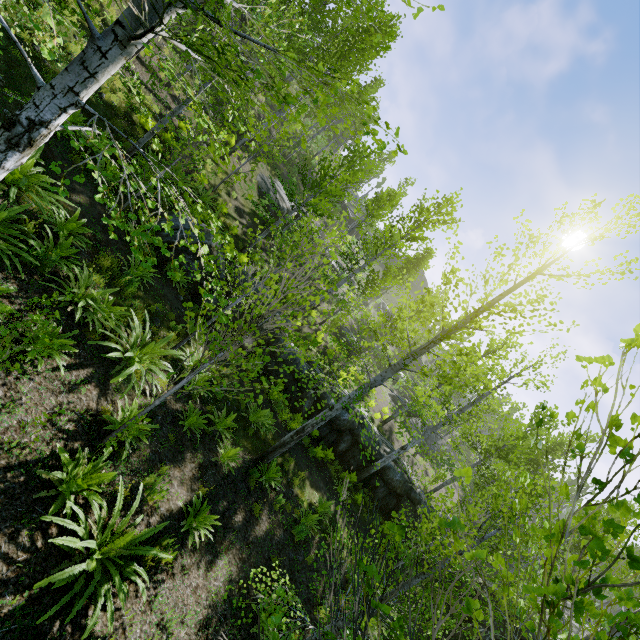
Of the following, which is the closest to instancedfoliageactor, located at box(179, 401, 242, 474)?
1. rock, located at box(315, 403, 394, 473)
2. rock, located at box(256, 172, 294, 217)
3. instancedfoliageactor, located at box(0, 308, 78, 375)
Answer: rock, located at box(315, 403, 394, 473)

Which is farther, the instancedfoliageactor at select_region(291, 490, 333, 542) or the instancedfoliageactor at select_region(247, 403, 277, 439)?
the instancedfoliageactor at select_region(247, 403, 277, 439)

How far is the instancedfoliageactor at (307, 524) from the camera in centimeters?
927cm

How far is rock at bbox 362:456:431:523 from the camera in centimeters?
1474cm

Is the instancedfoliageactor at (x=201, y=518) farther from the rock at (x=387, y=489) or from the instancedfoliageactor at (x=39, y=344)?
the instancedfoliageactor at (x=39, y=344)

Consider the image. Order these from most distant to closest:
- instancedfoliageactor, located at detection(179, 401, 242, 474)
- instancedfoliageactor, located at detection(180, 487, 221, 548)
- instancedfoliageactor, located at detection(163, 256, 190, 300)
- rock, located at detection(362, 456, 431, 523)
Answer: rock, located at detection(362, 456, 431, 523) < instancedfoliageactor, located at detection(179, 401, 242, 474) < instancedfoliageactor, located at detection(180, 487, 221, 548) < instancedfoliageactor, located at detection(163, 256, 190, 300)

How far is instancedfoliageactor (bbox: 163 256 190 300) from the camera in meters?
2.7 m

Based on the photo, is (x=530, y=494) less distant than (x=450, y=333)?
No
